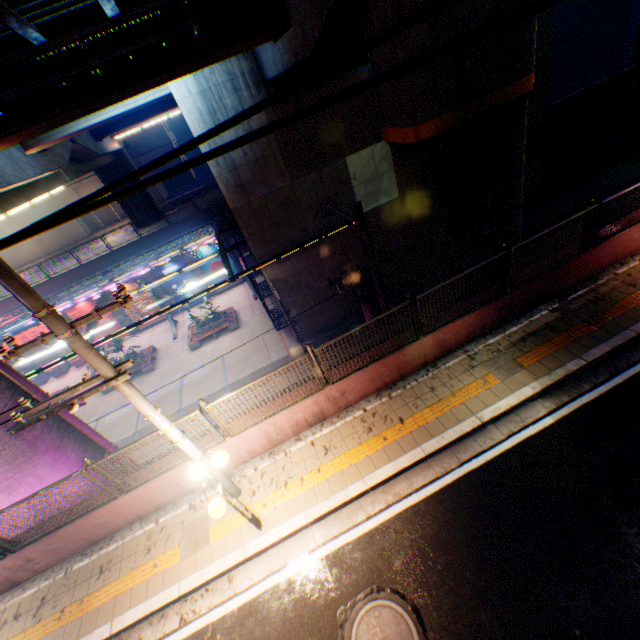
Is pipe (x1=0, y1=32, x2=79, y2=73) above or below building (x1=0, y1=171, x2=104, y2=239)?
above

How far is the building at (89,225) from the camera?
41.88m

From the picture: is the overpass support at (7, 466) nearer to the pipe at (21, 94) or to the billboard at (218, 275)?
the pipe at (21, 94)

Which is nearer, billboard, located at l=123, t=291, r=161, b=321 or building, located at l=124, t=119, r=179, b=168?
billboard, located at l=123, t=291, r=161, b=321

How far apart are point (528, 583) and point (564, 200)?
26.7 meters

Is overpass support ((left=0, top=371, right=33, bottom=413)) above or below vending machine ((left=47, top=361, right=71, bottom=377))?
above

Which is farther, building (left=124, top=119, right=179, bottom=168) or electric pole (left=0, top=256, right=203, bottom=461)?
building (left=124, top=119, right=179, bottom=168)

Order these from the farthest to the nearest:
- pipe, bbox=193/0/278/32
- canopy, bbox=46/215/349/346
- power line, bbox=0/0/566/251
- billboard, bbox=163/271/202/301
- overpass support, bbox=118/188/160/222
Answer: overpass support, bbox=118/188/160/222, billboard, bbox=163/271/202/301, canopy, bbox=46/215/349/346, pipe, bbox=193/0/278/32, power line, bbox=0/0/566/251
